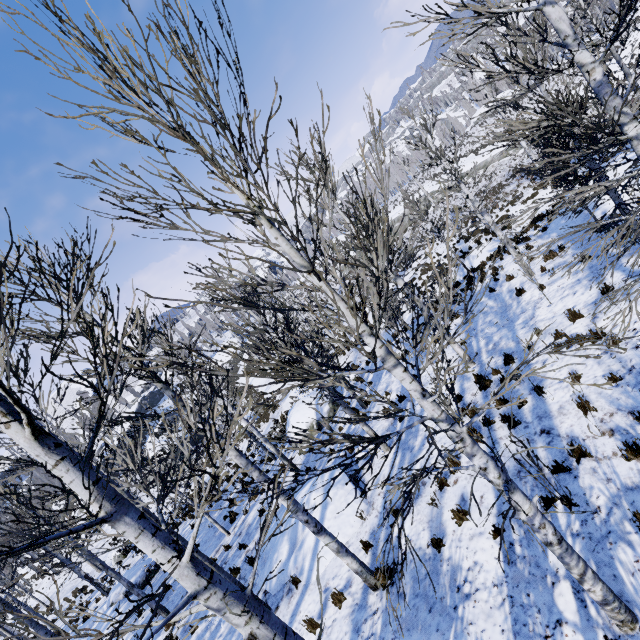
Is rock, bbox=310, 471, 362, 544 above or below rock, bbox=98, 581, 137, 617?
below

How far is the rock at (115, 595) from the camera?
14.7 meters

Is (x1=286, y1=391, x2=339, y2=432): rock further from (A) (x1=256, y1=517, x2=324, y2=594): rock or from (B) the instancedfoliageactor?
(B) the instancedfoliageactor

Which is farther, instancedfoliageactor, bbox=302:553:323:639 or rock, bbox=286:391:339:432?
rock, bbox=286:391:339:432

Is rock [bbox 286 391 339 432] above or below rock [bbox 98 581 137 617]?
below

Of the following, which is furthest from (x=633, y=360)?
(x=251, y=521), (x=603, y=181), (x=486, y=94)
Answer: (x=486, y=94)

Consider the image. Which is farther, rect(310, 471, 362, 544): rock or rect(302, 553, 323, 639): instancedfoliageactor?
rect(310, 471, 362, 544): rock

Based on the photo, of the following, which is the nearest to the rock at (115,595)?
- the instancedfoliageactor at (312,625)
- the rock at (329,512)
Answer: the rock at (329,512)
